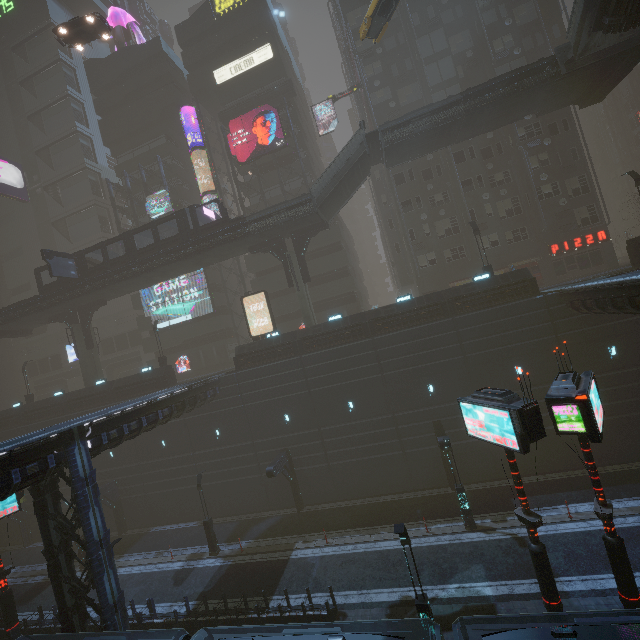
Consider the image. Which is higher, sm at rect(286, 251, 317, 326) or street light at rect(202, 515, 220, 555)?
sm at rect(286, 251, 317, 326)

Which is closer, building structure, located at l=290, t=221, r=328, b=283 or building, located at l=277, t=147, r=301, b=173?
building structure, located at l=290, t=221, r=328, b=283

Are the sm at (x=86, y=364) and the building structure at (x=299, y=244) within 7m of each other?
no

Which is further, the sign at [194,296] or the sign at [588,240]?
the sign at [194,296]

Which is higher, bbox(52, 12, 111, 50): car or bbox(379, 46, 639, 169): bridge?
bbox(52, 12, 111, 50): car

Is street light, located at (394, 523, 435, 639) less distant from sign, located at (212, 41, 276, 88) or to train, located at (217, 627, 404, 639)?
train, located at (217, 627, 404, 639)

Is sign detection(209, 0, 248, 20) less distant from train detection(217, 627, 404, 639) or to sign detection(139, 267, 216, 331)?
sign detection(139, 267, 216, 331)

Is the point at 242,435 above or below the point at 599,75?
below
